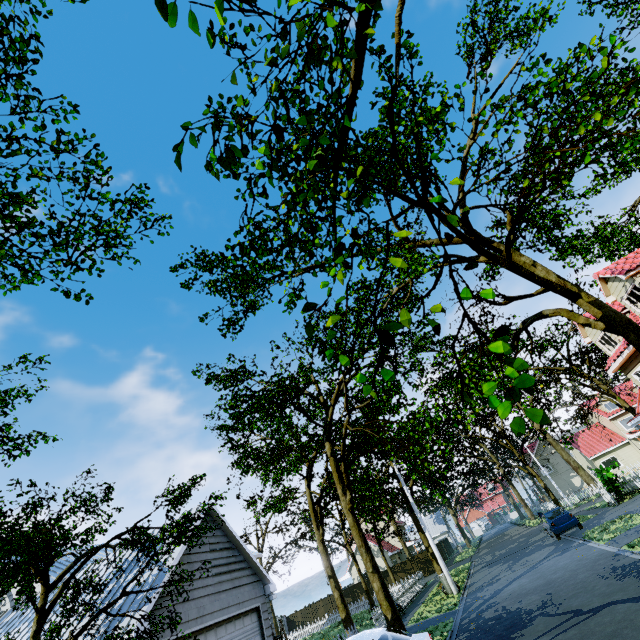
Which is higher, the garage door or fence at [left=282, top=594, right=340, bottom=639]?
the garage door

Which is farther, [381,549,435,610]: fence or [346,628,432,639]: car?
[381,549,435,610]: fence

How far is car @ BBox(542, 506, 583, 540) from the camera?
19.78m

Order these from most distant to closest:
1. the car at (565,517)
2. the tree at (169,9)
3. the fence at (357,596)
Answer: the fence at (357,596) < the car at (565,517) < the tree at (169,9)

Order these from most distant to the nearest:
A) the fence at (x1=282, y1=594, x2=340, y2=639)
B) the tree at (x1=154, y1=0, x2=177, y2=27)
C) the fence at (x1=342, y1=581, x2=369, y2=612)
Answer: the fence at (x1=282, y1=594, x2=340, y2=639)
the fence at (x1=342, y1=581, x2=369, y2=612)
the tree at (x1=154, y1=0, x2=177, y2=27)

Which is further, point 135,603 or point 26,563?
point 135,603

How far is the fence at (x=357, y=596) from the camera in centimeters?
2939cm

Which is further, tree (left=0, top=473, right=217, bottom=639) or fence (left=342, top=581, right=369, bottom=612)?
fence (left=342, top=581, right=369, bottom=612)
